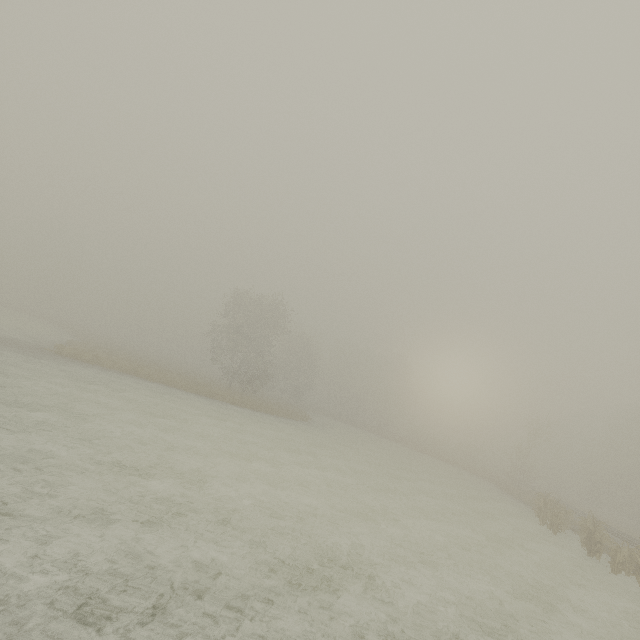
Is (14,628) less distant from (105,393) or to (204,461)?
(204,461)
